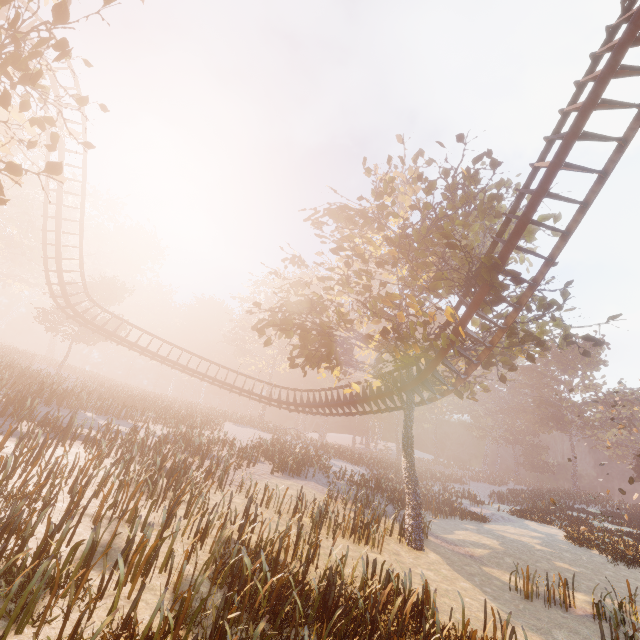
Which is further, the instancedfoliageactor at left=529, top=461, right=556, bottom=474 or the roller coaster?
the instancedfoliageactor at left=529, top=461, right=556, bottom=474

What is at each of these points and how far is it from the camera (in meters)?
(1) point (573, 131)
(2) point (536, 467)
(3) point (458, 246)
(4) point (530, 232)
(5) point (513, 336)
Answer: (1) roller coaster, 9.61
(2) instancedfoliageactor, 58.41
(3) tree, 10.56
(4) tree, 15.88
(5) tree, 14.88

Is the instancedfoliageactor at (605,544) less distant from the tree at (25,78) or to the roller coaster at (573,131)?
the tree at (25,78)

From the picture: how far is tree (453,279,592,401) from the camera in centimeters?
1240cm

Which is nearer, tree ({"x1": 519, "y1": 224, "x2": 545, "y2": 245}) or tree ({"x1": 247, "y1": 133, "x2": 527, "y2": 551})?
tree ({"x1": 247, "y1": 133, "x2": 527, "y2": 551})

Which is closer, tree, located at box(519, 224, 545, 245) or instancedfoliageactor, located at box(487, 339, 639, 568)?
tree, located at box(519, 224, 545, 245)

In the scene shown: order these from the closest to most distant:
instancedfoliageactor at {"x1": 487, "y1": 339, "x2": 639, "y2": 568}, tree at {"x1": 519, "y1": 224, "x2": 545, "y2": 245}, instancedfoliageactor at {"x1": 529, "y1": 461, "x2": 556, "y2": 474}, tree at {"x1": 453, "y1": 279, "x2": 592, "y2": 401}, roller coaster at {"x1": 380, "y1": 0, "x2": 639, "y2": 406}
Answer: roller coaster at {"x1": 380, "y1": 0, "x2": 639, "y2": 406} < tree at {"x1": 453, "y1": 279, "x2": 592, "y2": 401} < tree at {"x1": 519, "y1": 224, "x2": 545, "y2": 245} < instancedfoliageactor at {"x1": 487, "y1": 339, "x2": 639, "y2": 568} < instancedfoliageactor at {"x1": 529, "y1": 461, "x2": 556, "y2": 474}
